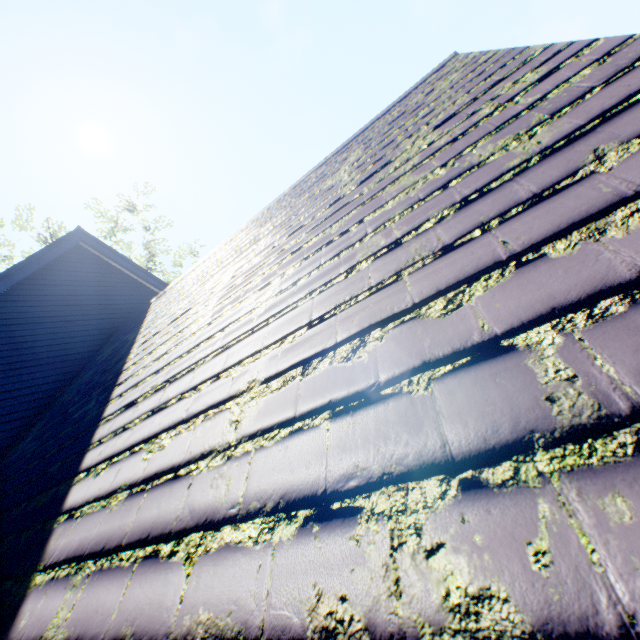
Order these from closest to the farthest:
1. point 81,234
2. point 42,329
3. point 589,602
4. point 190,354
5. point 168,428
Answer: point 589,602 < point 168,428 < point 190,354 < point 42,329 < point 81,234
